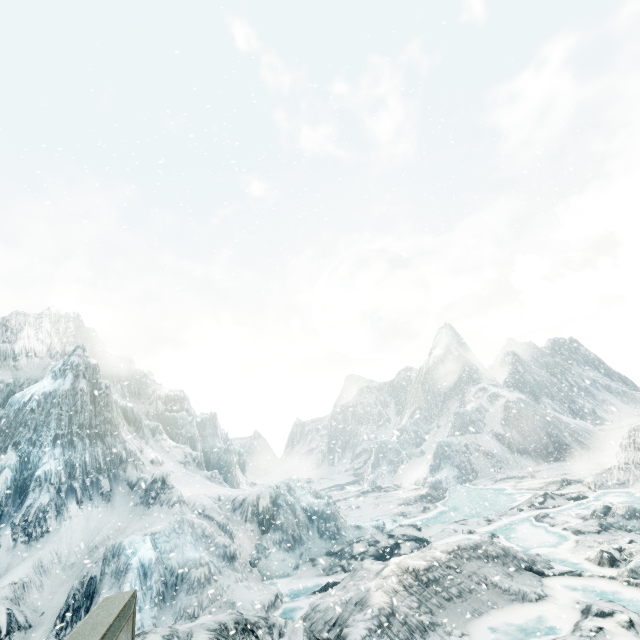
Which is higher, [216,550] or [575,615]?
[216,550]
